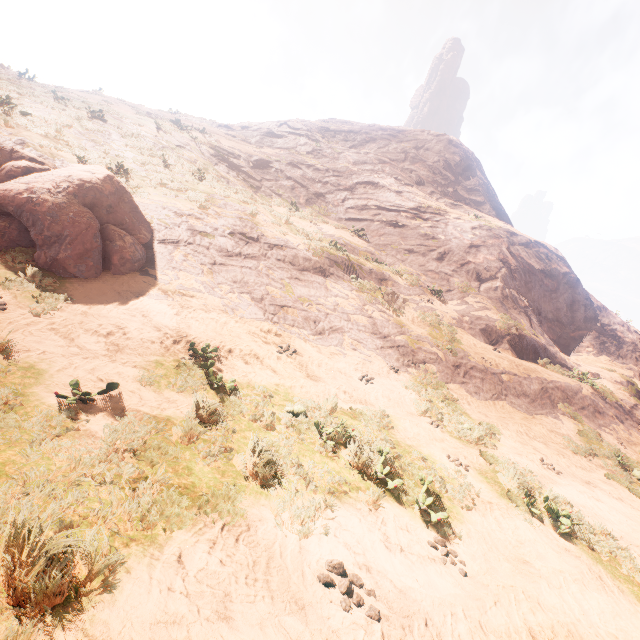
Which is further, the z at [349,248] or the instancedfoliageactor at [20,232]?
the instancedfoliageactor at [20,232]

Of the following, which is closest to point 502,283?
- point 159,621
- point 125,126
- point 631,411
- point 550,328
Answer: point 550,328

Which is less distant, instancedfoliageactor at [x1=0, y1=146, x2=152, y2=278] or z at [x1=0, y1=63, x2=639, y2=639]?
z at [x1=0, y1=63, x2=639, y2=639]
